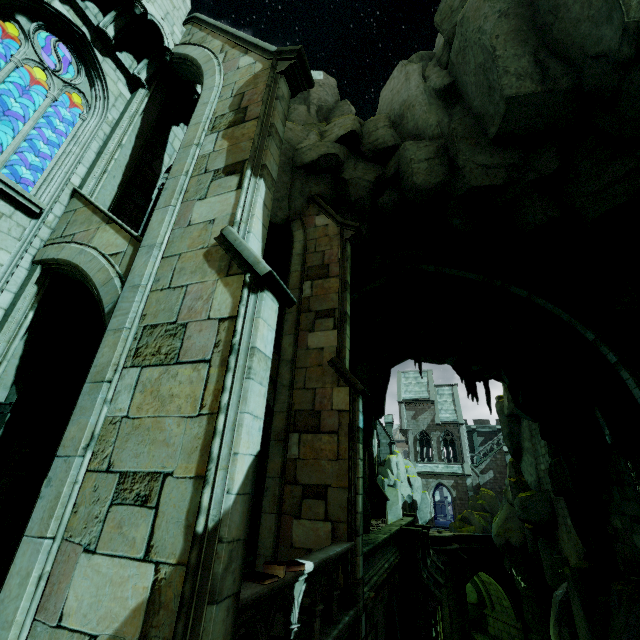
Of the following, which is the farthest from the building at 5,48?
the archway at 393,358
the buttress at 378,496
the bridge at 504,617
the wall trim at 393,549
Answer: the bridge at 504,617

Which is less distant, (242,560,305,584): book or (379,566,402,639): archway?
(242,560,305,584): book

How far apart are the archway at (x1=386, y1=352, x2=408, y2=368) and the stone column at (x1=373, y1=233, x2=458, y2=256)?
10.3m

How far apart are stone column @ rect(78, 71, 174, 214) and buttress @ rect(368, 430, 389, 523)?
29.03m

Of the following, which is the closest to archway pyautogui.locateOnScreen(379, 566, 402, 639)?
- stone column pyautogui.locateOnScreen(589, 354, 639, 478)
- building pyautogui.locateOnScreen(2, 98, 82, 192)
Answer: building pyautogui.locateOnScreen(2, 98, 82, 192)

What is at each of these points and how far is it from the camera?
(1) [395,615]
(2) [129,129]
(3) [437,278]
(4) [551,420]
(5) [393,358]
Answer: (1) archway, 12.07m
(2) stone column, 9.41m
(3) stone column, 16.67m
(4) rock, 15.04m
(5) archway, 23.55m

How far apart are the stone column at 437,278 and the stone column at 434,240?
2.5m

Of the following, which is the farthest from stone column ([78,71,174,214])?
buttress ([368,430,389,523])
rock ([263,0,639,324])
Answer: buttress ([368,430,389,523])
